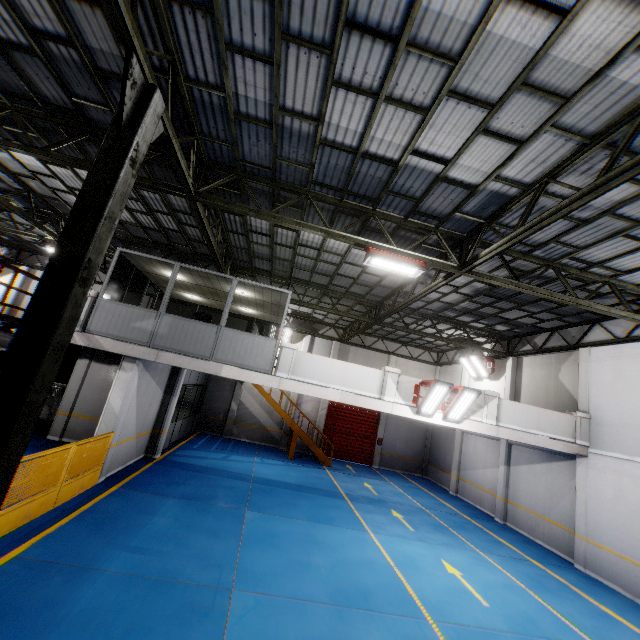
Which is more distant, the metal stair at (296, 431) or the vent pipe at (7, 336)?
the metal stair at (296, 431)

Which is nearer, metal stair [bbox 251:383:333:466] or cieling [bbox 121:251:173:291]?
cieling [bbox 121:251:173:291]

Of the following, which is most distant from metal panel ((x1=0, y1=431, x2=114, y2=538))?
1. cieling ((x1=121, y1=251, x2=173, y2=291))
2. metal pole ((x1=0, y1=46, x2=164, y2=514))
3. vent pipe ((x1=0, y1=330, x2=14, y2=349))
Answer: cieling ((x1=121, y1=251, x2=173, y2=291))

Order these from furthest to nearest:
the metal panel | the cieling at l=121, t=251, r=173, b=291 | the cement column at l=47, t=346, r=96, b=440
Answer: the cement column at l=47, t=346, r=96, b=440 < the cieling at l=121, t=251, r=173, b=291 < the metal panel

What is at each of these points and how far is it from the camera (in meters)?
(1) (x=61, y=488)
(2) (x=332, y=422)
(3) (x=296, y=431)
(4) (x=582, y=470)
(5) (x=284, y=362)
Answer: (1) metal panel, 7.70
(2) door, 22.59
(3) metal stair, 19.39
(4) cement column, 11.93
(5) cement column, 10.80

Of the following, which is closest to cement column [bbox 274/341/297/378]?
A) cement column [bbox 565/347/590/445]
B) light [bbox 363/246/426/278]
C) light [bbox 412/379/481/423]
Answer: light [bbox 363/246/426/278]

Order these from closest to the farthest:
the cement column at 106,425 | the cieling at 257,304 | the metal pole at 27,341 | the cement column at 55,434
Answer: the metal pole at 27,341, the cement column at 106,425, the cieling at 257,304, the cement column at 55,434

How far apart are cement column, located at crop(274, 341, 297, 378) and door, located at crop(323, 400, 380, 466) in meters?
12.3
